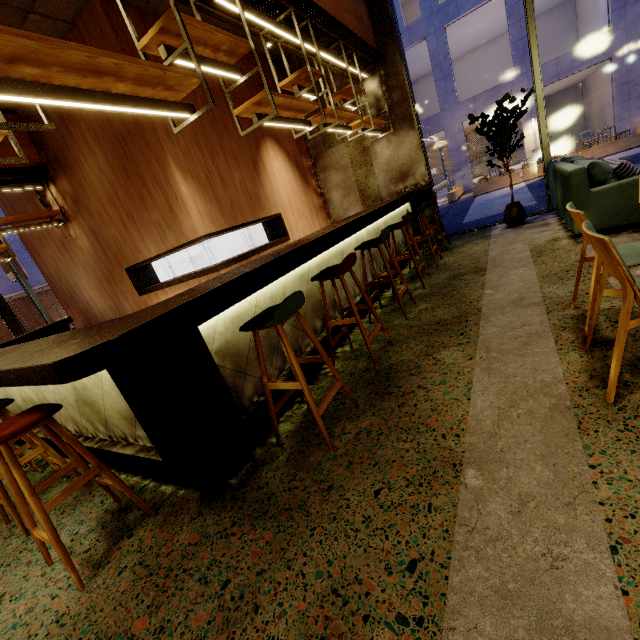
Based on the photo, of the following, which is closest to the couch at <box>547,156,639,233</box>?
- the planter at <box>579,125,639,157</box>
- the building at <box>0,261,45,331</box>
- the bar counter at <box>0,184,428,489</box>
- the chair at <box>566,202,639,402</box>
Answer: the bar counter at <box>0,184,428,489</box>

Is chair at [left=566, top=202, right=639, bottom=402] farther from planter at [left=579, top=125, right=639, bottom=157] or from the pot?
planter at [left=579, top=125, right=639, bottom=157]

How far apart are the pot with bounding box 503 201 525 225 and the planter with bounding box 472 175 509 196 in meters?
11.4

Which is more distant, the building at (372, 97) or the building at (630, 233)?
the building at (372, 97)

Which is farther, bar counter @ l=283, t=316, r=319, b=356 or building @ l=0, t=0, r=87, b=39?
building @ l=0, t=0, r=87, b=39

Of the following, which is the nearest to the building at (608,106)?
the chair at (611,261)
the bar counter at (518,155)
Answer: the bar counter at (518,155)

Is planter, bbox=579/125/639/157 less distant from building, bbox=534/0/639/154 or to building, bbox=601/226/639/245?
building, bbox=534/0/639/154

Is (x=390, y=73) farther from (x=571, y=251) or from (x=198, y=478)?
(x=198, y=478)
